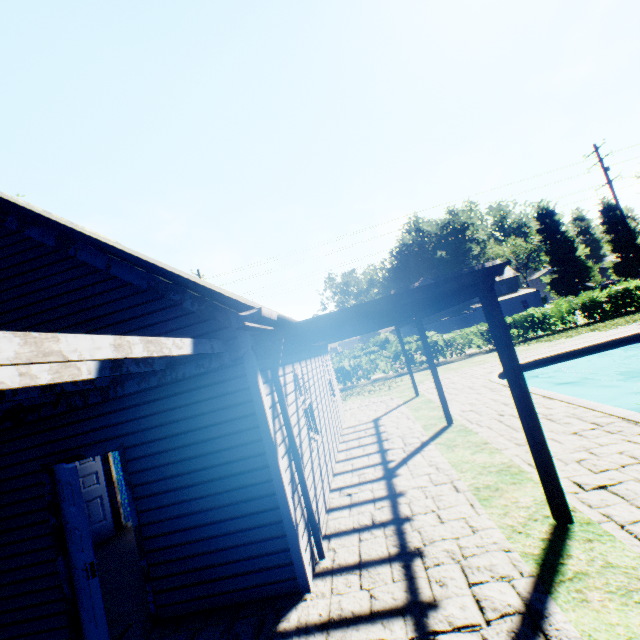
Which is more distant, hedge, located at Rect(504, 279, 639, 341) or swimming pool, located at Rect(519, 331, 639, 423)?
hedge, located at Rect(504, 279, 639, 341)

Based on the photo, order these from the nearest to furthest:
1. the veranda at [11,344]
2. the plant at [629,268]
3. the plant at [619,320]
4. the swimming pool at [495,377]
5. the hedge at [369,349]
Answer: the veranda at [11,344], the swimming pool at [495,377], the plant at [619,320], the hedge at [369,349], the plant at [629,268]

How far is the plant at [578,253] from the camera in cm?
4417

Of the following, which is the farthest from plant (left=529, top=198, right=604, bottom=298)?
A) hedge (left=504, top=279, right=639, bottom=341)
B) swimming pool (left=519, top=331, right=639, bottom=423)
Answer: swimming pool (left=519, top=331, right=639, bottom=423)

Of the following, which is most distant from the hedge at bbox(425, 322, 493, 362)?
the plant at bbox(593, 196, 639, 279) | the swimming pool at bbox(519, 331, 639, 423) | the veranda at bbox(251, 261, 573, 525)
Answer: the veranda at bbox(251, 261, 573, 525)

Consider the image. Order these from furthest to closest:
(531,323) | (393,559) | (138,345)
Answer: (531,323)
(393,559)
(138,345)

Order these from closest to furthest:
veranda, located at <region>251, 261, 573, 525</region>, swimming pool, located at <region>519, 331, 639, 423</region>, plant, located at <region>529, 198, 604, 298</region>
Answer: veranda, located at <region>251, 261, 573, 525</region>, swimming pool, located at <region>519, 331, 639, 423</region>, plant, located at <region>529, 198, 604, 298</region>

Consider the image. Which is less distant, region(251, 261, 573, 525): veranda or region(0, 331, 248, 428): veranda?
region(0, 331, 248, 428): veranda
